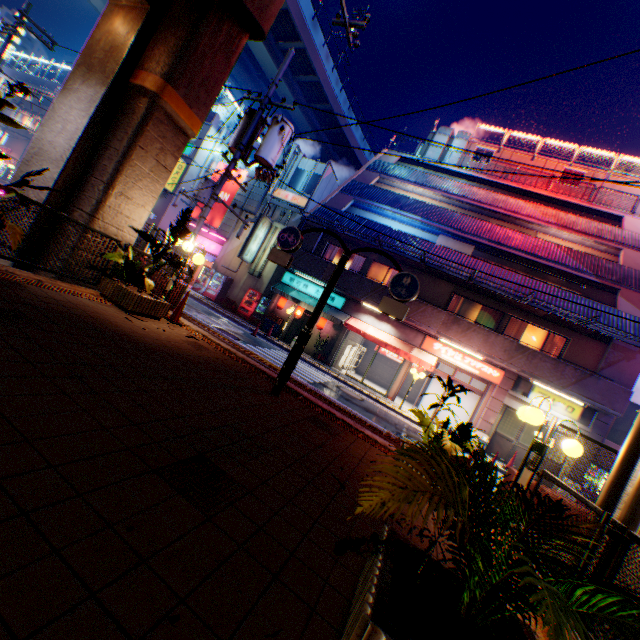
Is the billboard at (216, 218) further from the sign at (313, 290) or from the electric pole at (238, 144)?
the sign at (313, 290)

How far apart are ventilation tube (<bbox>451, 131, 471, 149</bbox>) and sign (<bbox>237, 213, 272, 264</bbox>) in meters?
14.5 m

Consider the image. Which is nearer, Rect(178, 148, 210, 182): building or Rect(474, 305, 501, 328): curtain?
Rect(474, 305, 501, 328): curtain

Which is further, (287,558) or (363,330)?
(363,330)

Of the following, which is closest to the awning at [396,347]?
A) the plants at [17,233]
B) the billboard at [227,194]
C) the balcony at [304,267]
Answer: the balcony at [304,267]

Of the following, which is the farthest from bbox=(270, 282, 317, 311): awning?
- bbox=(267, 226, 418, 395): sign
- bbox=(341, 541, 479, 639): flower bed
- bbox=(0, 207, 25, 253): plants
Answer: bbox=(341, 541, 479, 639): flower bed

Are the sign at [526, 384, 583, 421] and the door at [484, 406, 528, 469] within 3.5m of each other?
yes

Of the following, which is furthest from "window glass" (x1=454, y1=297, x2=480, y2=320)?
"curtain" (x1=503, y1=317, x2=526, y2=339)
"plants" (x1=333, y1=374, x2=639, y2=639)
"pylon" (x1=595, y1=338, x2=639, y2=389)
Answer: "plants" (x1=333, y1=374, x2=639, y2=639)
